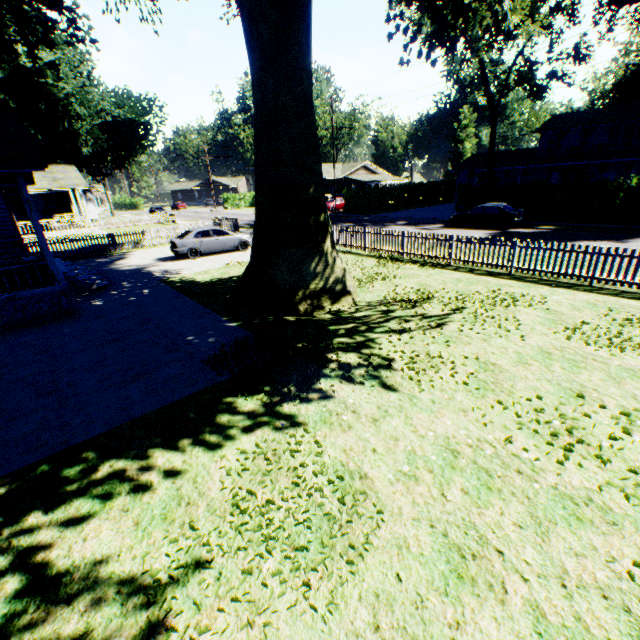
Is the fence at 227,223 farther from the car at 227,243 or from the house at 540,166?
the house at 540,166

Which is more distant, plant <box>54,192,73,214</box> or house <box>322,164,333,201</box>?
house <box>322,164,333,201</box>

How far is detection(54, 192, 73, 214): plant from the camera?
36.4m

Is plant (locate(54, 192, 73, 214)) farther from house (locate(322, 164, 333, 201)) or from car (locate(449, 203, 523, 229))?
house (locate(322, 164, 333, 201))

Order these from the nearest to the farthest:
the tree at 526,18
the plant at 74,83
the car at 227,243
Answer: the plant at 74,83
the car at 227,243
the tree at 526,18

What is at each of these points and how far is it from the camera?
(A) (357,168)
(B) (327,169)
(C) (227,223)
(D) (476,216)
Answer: (A) house, 52.1 meters
(B) house, 51.6 meters
(C) fence, 27.3 meters
(D) car, 23.5 meters

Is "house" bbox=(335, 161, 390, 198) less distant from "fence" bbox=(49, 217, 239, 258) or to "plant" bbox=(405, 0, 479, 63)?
"fence" bbox=(49, 217, 239, 258)

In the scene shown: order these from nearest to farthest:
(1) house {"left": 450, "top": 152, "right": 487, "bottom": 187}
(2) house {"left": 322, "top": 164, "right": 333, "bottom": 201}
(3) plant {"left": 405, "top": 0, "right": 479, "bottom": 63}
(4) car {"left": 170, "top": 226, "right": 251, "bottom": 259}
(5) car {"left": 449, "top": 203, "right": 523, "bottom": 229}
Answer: (3) plant {"left": 405, "top": 0, "right": 479, "bottom": 63} → (4) car {"left": 170, "top": 226, "right": 251, "bottom": 259} → (5) car {"left": 449, "top": 203, "right": 523, "bottom": 229} → (1) house {"left": 450, "top": 152, "right": 487, "bottom": 187} → (2) house {"left": 322, "top": 164, "right": 333, "bottom": 201}
